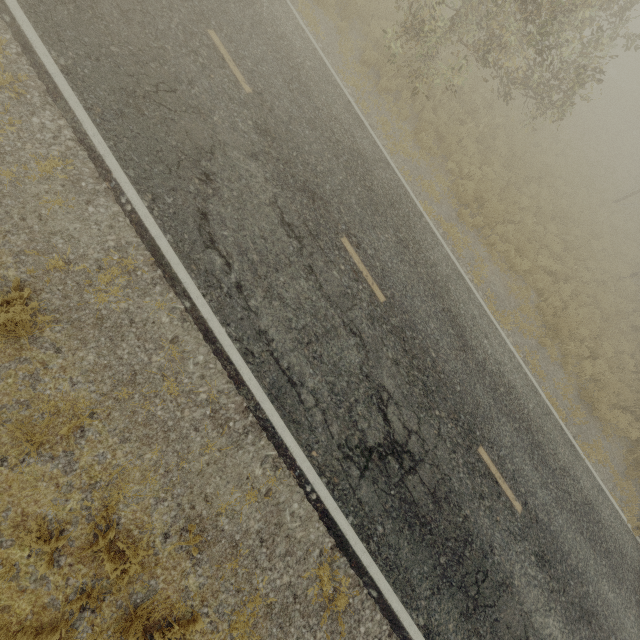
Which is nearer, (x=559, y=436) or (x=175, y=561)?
(x=175, y=561)
